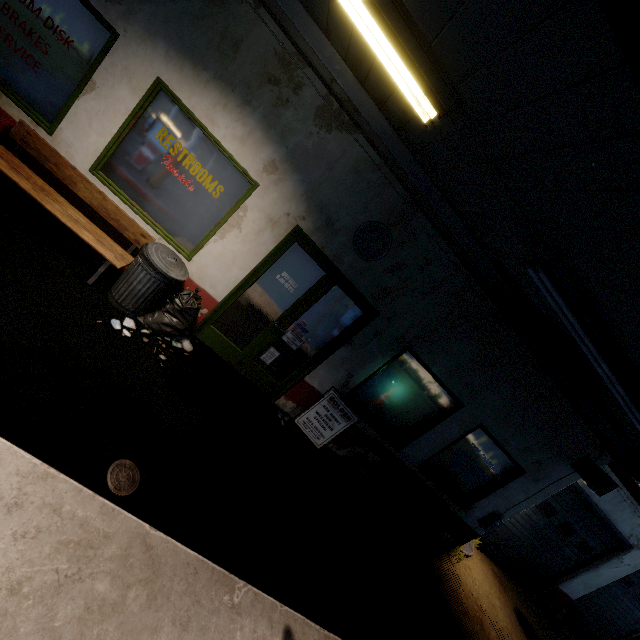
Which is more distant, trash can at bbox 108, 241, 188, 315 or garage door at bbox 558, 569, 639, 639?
garage door at bbox 558, 569, 639, 639

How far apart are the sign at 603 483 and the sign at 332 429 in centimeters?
472cm

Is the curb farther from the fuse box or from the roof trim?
the roof trim

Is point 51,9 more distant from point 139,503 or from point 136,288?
point 139,503

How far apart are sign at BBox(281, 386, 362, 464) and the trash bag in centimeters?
230cm

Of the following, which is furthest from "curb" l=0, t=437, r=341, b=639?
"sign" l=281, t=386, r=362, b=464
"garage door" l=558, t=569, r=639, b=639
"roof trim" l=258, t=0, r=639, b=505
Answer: "garage door" l=558, t=569, r=639, b=639

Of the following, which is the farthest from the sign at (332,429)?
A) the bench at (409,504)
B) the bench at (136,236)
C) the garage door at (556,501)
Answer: the garage door at (556,501)

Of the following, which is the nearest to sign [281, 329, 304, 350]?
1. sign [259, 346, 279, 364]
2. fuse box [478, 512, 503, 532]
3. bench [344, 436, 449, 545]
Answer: sign [259, 346, 279, 364]
